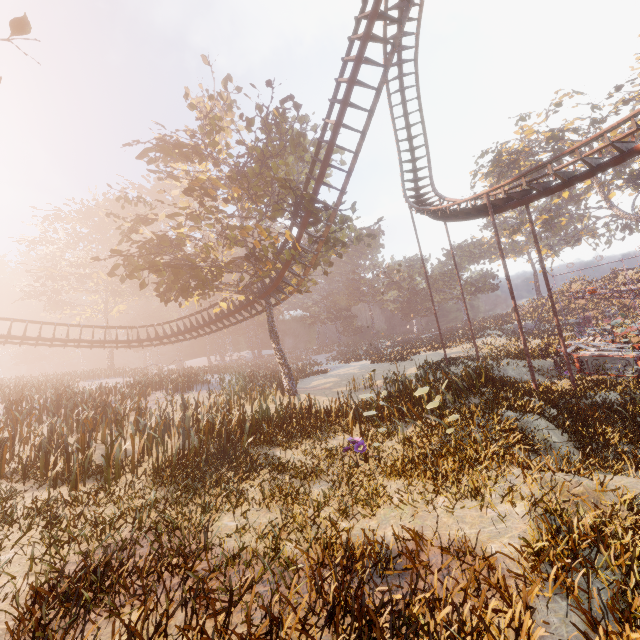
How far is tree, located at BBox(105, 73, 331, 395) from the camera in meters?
16.4

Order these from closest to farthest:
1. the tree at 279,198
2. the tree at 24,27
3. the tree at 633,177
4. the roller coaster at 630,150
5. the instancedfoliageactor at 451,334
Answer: the tree at 24,27
the roller coaster at 630,150
the tree at 279,198
the instancedfoliageactor at 451,334
the tree at 633,177

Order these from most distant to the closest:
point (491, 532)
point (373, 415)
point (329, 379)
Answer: point (329, 379) < point (373, 415) < point (491, 532)

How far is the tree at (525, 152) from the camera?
35.22m

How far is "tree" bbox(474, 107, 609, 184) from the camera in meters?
35.2 m

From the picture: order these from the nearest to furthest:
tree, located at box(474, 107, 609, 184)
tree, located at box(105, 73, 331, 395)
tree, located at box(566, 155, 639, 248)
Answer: tree, located at box(105, 73, 331, 395), tree, located at box(474, 107, 609, 184), tree, located at box(566, 155, 639, 248)

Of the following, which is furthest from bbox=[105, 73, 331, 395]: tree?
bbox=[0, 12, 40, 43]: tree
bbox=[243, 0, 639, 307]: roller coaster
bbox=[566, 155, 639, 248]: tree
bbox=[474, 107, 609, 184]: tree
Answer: bbox=[566, 155, 639, 248]: tree

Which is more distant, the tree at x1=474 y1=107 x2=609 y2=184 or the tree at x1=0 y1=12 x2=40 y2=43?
the tree at x1=474 y1=107 x2=609 y2=184
